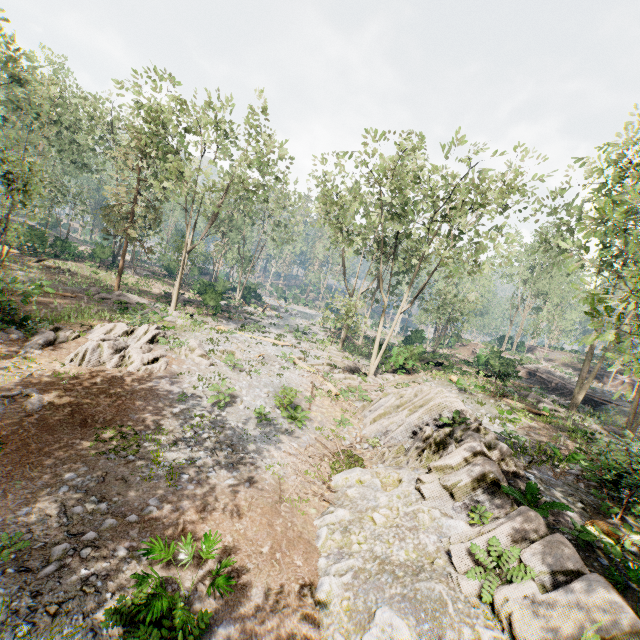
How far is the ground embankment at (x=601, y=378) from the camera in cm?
3827

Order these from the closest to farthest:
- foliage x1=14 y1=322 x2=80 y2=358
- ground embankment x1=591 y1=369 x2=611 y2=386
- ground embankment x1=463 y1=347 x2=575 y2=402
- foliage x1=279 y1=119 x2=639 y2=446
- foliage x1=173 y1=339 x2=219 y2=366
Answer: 1. foliage x1=279 y1=119 x2=639 y2=446
2. foliage x1=14 y1=322 x2=80 y2=358
3. foliage x1=173 y1=339 x2=219 y2=366
4. ground embankment x1=463 y1=347 x2=575 y2=402
5. ground embankment x1=591 y1=369 x2=611 y2=386

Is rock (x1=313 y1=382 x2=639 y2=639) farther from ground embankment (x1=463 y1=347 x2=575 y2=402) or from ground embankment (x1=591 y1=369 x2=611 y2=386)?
ground embankment (x1=591 y1=369 x2=611 y2=386)

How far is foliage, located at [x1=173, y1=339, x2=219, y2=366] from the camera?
18.91m

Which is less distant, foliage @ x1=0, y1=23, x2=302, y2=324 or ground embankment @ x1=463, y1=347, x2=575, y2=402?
ground embankment @ x1=463, y1=347, x2=575, y2=402

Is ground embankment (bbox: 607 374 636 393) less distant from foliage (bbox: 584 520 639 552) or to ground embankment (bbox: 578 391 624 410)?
foliage (bbox: 584 520 639 552)

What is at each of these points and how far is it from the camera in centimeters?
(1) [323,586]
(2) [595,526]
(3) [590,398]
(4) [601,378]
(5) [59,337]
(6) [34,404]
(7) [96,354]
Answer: (1) rock, 760cm
(2) foliage, 773cm
(3) ground embankment, 3000cm
(4) ground embankment, 3931cm
(5) foliage, 1684cm
(6) foliage, 1148cm
(7) foliage, 1563cm

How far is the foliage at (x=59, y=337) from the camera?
15.1m
